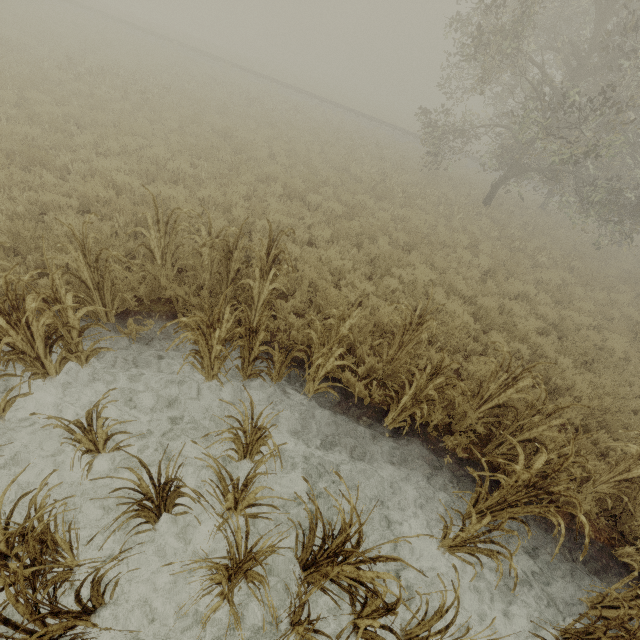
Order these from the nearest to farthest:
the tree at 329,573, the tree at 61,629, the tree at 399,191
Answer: the tree at 61,629 → the tree at 329,573 → the tree at 399,191

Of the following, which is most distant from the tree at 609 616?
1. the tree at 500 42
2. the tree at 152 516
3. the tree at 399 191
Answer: the tree at 500 42

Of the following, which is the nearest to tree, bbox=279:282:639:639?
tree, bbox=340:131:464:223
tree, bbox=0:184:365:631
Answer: tree, bbox=0:184:365:631

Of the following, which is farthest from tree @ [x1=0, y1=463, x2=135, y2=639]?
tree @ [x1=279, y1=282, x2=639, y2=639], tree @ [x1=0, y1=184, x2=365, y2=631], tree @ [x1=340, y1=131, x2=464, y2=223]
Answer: tree @ [x1=340, y1=131, x2=464, y2=223]

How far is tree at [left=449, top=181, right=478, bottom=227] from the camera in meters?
13.4 m

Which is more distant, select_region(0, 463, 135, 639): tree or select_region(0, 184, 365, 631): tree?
select_region(0, 184, 365, 631): tree

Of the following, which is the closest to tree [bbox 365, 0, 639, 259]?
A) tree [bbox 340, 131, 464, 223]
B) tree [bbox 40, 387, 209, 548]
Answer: tree [bbox 340, 131, 464, 223]

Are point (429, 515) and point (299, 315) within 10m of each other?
yes
